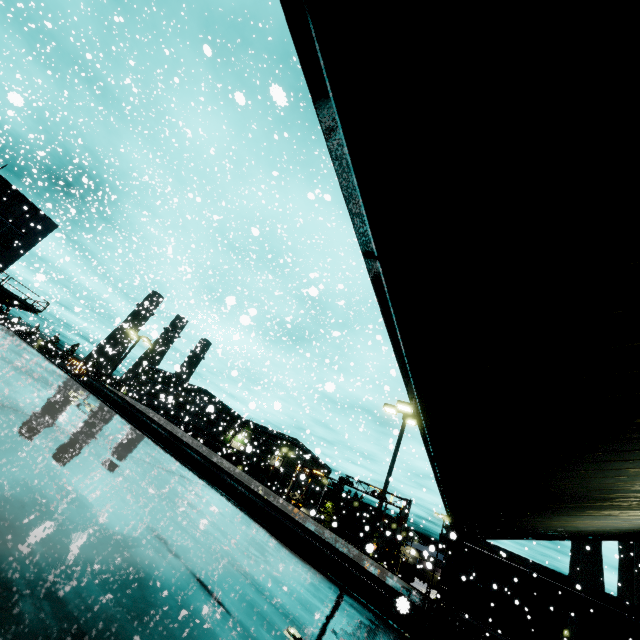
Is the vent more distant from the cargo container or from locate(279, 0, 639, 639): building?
the cargo container

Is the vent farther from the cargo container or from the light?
the cargo container

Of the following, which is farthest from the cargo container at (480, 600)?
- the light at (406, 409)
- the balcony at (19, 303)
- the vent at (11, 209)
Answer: the vent at (11, 209)

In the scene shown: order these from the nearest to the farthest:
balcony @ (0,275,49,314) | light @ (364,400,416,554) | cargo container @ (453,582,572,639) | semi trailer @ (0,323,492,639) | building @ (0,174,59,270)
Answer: semi trailer @ (0,323,492,639) → light @ (364,400,416,554) → balcony @ (0,275,49,314) → building @ (0,174,59,270) → cargo container @ (453,582,572,639)

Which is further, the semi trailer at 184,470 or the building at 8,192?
the building at 8,192

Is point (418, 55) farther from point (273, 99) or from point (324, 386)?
point (324, 386)

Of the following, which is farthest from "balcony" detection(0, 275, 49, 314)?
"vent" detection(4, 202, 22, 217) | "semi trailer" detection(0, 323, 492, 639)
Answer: "vent" detection(4, 202, 22, 217)

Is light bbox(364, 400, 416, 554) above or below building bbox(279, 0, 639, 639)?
above
